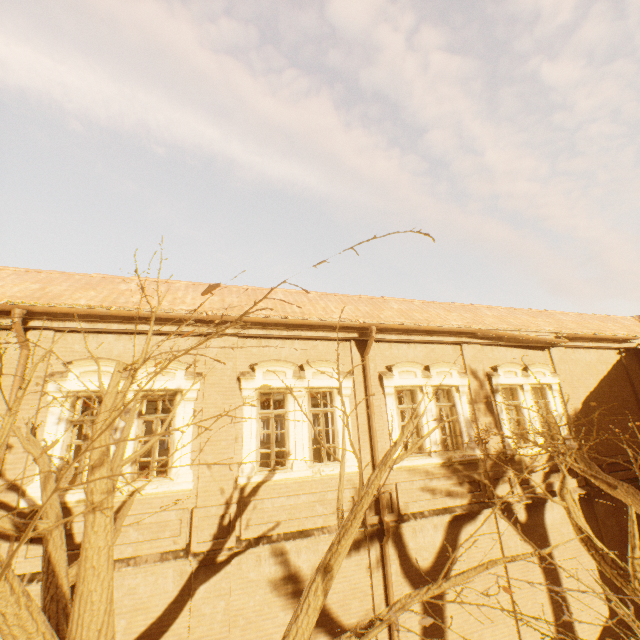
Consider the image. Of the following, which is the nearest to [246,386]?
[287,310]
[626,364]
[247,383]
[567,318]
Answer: [247,383]

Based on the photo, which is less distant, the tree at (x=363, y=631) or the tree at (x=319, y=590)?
the tree at (x=363, y=631)

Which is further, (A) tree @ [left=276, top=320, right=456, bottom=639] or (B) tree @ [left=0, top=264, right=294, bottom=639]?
(A) tree @ [left=276, top=320, right=456, bottom=639]
